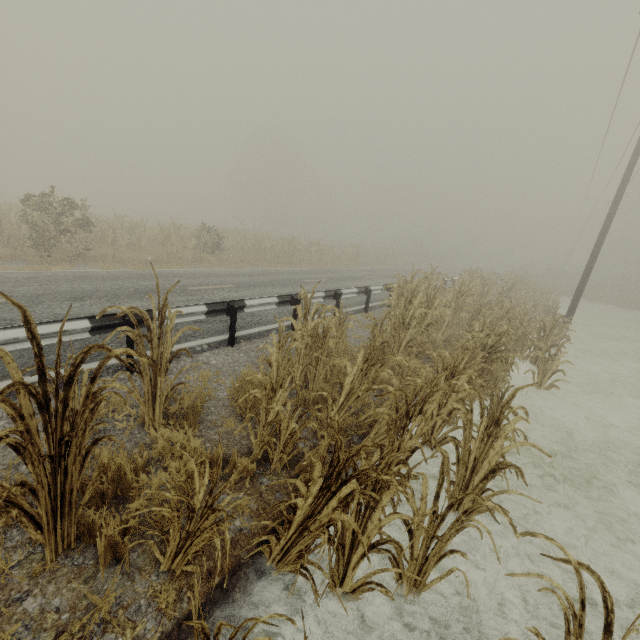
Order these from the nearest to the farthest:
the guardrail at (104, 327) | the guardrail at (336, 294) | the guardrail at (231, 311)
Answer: the guardrail at (104, 327), the guardrail at (231, 311), the guardrail at (336, 294)

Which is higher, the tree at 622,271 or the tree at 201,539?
the tree at 622,271

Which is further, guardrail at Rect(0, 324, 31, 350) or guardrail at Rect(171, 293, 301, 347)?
guardrail at Rect(171, 293, 301, 347)

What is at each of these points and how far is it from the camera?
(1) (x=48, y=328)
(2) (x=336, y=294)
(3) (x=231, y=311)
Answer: (1) guardrail, 4.23m
(2) guardrail, 9.76m
(3) guardrail, 6.54m

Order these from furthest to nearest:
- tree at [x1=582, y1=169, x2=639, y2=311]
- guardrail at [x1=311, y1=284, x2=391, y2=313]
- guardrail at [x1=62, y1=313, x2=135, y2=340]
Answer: tree at [x1=582, y1=169, x2=639, y2=311]
guardrail at [x1=311, y1=284, x2=391, y2=313]
guardrail at [x1=62, y1=313, x2=135, y2=340]

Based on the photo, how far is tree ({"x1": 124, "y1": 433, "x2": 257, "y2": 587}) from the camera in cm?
192

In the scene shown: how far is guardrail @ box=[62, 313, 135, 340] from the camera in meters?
4.4
